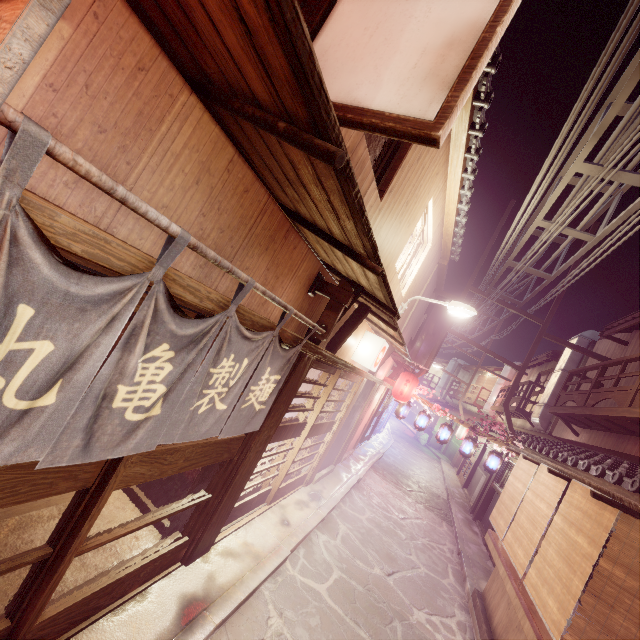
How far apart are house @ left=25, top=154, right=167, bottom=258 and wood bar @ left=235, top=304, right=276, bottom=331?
0.2 meters

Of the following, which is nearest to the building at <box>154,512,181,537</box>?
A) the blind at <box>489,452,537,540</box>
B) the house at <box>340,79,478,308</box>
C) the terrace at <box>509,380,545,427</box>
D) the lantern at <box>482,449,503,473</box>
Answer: the house at <box>340,79,478,308</box>

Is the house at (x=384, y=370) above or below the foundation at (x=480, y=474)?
above

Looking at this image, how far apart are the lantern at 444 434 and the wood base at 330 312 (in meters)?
17.15

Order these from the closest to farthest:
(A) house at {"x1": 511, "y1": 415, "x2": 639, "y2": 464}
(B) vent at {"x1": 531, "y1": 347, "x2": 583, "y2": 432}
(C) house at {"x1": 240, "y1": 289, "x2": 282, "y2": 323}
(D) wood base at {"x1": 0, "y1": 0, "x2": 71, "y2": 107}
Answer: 1. (D) wood base at {"x1": 0, "y1": 0, "x2": 71, "y2": 107}
2. (C) house at {"x1": 240, "y1": 289, "x2": 282, "y2": 323}
3. (A) house at {"x1": 511, "y1": 415, "x2": 639, "y2": 464}
4. (B) vent at {"x1": 531, "y1": 347, "x2": 583, "y2": 432}

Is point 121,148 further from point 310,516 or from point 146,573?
point 310,516
